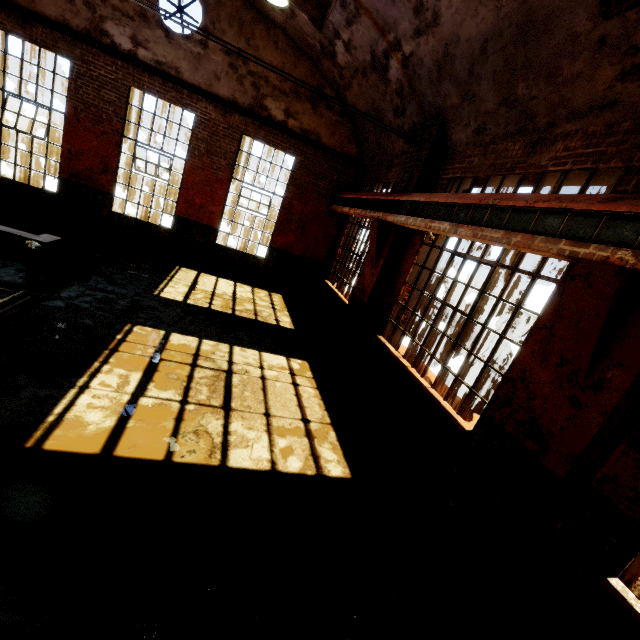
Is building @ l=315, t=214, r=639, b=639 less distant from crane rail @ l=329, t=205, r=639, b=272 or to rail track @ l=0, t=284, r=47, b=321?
crane rail @ l=329, t=205, r=639, b=272

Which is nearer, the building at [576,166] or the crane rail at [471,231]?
the crane rail at [471,231]

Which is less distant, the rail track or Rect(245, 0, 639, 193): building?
Rect(245, 0, 639, 193): building

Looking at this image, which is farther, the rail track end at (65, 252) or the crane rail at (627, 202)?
the rail track end at (65, 252)

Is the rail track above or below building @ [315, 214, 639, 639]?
below

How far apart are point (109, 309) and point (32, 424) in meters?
3.3

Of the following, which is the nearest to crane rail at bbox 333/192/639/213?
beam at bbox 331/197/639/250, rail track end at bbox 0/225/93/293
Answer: beam at bbox 331/197/639/250

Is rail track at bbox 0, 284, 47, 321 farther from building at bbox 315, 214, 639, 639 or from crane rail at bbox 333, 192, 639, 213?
crane rail at bbox 333, 192, 639, 213
